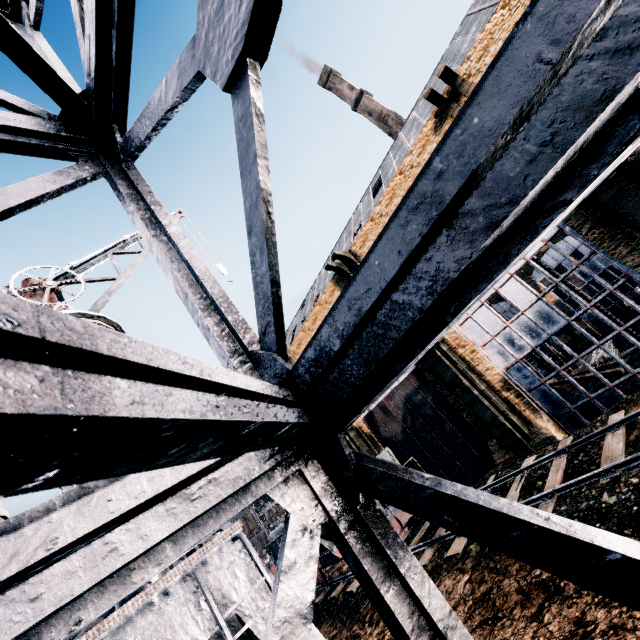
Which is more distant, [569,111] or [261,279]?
[261,279]

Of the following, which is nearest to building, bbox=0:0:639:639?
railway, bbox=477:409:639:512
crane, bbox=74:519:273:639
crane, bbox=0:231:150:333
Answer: crane, bbox=74:519:273:639

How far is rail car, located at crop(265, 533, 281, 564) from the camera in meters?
21.2 m

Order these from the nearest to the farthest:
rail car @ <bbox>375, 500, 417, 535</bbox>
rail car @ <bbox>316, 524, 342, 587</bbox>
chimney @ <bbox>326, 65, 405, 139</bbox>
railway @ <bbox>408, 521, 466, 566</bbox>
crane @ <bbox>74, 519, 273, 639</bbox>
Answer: crane @ <bbox>74, 519, 273, 639</bbox> → railway @ <bbox>408, 521, 466, 566</bbox> → rail car @ <bbox>375, 500, 417, 535</bbox> → rail car @ <bbox>316, 524, 342, 587</bbox> → chimney @ <bbox>326, 65, 405, 139</bbox>

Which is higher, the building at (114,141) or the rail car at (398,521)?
the building at (114,141)

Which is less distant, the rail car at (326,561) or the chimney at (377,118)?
the rail car at (326,561)

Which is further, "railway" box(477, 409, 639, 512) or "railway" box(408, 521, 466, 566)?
"railway" box(408, 521, 466, 566)
